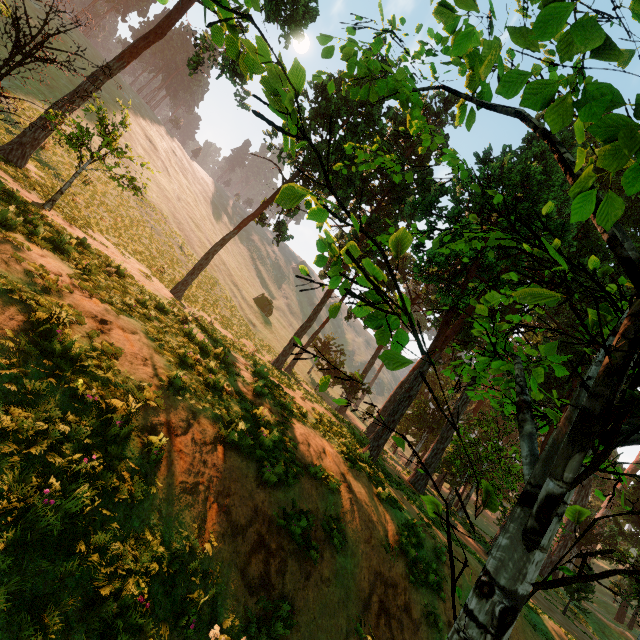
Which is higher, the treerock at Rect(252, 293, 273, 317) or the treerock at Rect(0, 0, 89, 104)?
the treerock at Rect(252, 293, 273, 317)

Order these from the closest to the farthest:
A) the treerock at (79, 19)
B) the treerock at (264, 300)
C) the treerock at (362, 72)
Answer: the treerock at (362, 72)
the treerock at (79, 19)
the treerock at (264, 300)

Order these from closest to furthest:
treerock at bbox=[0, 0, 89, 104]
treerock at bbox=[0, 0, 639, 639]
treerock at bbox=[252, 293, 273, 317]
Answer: treerock at bbox=[0, 0, 639, 639] → treerock at bbox=[0, 0, 89, 104] → treerock at bbox=[252, 293, 273, 317]

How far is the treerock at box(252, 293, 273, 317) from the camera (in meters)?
52.12

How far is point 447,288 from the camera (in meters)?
15.42

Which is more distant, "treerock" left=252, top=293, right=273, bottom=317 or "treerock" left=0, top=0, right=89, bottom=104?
Result: "treerock" left=252, top=293, right=273, bottom=317

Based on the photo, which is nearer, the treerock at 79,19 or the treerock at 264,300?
the treerock at 79,19
